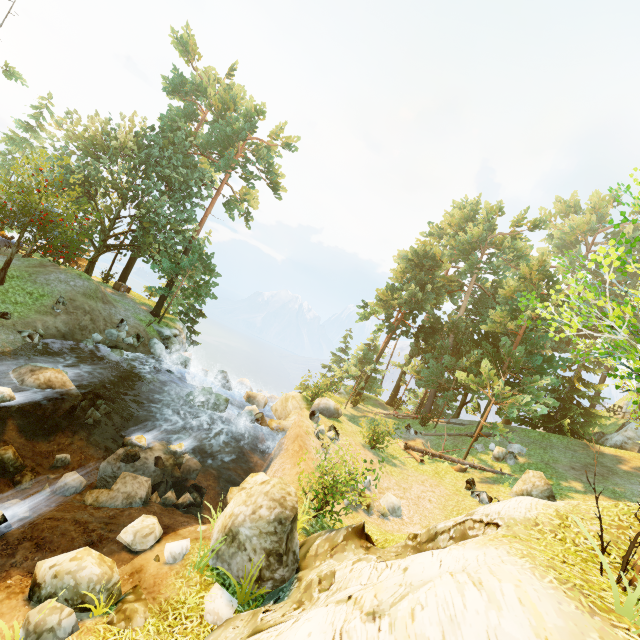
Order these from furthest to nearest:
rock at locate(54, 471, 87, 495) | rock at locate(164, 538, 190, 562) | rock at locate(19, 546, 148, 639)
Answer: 1. rock at locate(54, 471, 87, 495)
2. rock at locate(164, 538, 190, 562)
3. rock at locate(19, 546, 148, 639)

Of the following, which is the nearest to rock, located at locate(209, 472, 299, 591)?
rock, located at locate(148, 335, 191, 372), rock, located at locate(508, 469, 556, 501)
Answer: rock, located at locate(508, 469, 556, 501)

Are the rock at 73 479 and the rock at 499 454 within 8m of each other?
no

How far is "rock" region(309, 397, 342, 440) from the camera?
17.4m

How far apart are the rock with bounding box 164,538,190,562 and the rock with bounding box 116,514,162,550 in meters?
0.5

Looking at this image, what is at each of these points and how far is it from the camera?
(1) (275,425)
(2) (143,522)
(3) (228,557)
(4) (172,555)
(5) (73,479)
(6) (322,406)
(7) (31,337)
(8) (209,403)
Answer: Answer:
(1) rock, 20.48m
(2) rock, 8.72m
(3) rock, 7.85m
(4) rock, 8.02m
(5) rock, 11.45m
(6) rock, 21.03m
(7) rock, 16.14m
(8) rock, 18.23m

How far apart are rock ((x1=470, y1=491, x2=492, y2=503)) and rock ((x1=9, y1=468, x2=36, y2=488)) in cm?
1802

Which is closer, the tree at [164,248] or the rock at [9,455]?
the rock at [9,455]
